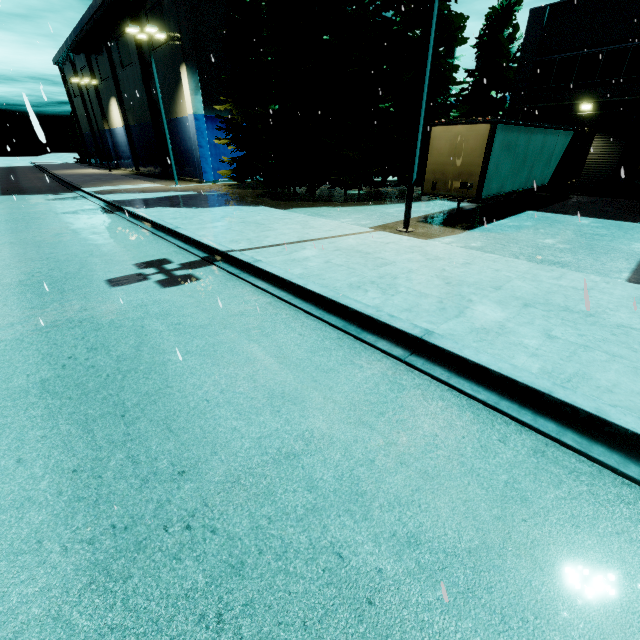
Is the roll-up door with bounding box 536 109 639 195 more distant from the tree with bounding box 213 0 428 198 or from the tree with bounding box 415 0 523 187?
the tree with bounding box 213 0 428 198

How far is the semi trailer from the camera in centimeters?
1080cm

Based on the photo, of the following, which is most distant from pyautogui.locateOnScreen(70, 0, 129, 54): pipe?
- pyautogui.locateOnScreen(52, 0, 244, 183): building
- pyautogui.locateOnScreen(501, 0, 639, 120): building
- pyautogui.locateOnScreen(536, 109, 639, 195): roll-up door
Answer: pyautogui.locateOnScreen(536, 109, 639, 195): roll-up door

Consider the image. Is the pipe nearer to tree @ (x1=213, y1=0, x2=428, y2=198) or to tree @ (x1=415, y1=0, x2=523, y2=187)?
tree @ (x1=213, y1=0, x2=428, y2=198)

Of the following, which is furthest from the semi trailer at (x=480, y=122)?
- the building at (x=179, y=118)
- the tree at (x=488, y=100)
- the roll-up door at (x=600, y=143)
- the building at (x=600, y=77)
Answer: the building at (x=179, y=118)

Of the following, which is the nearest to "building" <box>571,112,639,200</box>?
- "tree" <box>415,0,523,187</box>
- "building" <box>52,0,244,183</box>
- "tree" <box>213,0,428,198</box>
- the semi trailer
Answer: "building" <box>52,0,244,183</box>

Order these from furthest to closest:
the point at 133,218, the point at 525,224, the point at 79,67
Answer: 1. the point at 79,67
2. the point at 133,218
3. the point at 525,224

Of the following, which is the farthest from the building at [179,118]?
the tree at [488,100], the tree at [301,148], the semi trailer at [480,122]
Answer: the semi trailer at [480,122]
